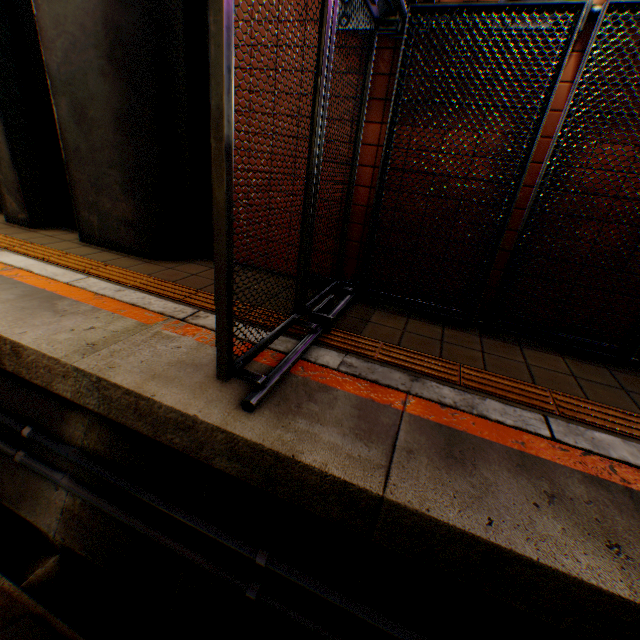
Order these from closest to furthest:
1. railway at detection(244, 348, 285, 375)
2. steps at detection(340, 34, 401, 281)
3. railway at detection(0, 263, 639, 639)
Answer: railway at detection(0, 263, 639, 639) < railway at detection(244, 348, 285, 375) < steps at detection(340, 34, 401, 281)

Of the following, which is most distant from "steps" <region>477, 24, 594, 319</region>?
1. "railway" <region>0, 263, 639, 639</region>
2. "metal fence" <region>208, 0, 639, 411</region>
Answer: "railway" <region>0, 263, 639, 639</region>

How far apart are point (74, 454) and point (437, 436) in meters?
2.4 m

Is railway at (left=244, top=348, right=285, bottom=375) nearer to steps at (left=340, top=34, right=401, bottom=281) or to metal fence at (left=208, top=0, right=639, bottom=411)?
metal fence at (left=208, top=0, right=639, bottom=411)

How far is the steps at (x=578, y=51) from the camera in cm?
240

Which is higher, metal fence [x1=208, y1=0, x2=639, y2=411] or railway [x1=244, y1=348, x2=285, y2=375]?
metal fence [x1=208, y1=0, x2=639, y2=411]

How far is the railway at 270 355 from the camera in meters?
2.2 m

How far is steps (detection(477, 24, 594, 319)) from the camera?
2.4m
